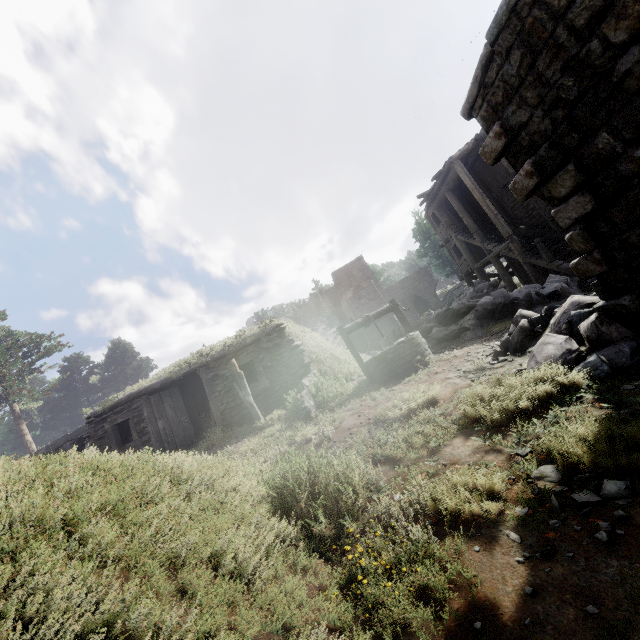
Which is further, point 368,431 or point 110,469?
point 368,431

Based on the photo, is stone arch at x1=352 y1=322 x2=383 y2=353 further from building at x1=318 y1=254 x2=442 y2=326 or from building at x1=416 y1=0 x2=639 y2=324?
building at x1=416 y1=0 x2=639 y2=324

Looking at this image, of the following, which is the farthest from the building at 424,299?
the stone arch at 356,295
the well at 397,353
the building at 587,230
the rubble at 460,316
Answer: the well at 397,353

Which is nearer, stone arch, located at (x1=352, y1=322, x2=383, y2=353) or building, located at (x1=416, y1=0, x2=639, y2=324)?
building, located at (x1=416, y1=0, x2=639, y2=324)

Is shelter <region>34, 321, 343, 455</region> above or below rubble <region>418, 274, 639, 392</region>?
above

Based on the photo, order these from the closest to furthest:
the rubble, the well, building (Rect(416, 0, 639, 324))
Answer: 1. building (Rect(416, 0, 639, 324))
2. the rubble
3. the well

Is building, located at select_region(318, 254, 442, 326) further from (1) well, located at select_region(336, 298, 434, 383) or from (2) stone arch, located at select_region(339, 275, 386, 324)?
(1) well, located at select_region(336, 298, 434, 383)

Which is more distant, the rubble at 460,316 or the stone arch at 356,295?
the stone arch at 356,295
